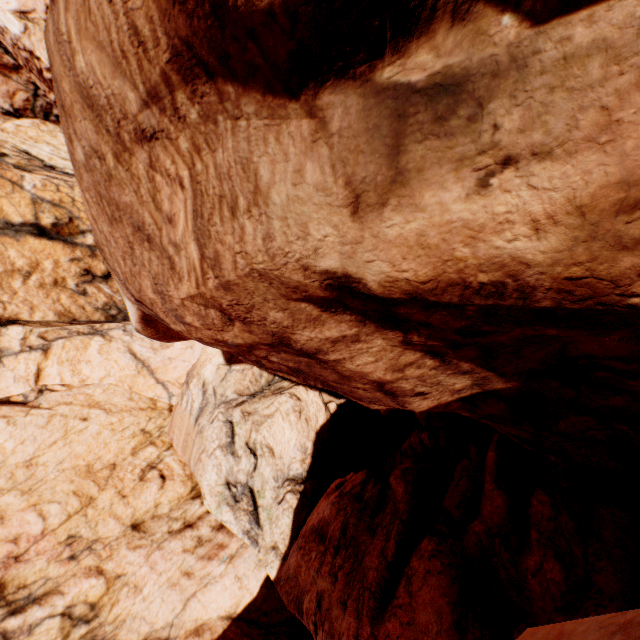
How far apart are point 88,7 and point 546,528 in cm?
1074
